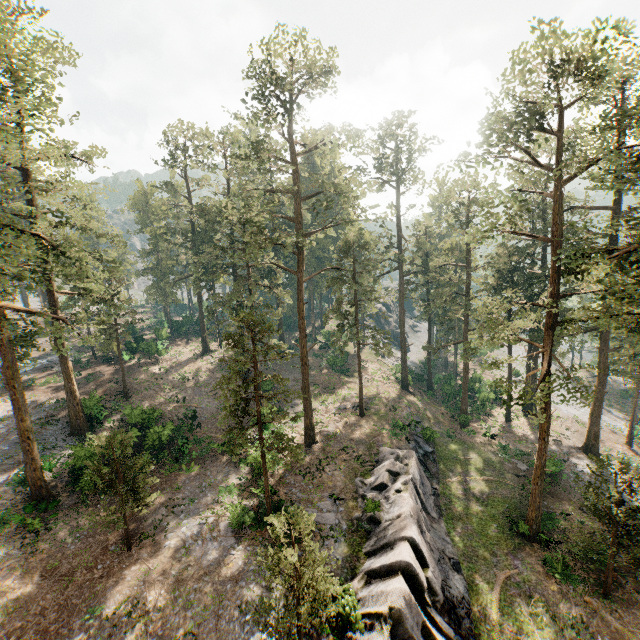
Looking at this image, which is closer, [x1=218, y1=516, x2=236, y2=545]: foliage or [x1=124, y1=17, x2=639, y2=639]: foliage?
[x1=124, y1=17, x2=639, y2=639]: foliage

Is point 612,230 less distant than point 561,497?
Yes

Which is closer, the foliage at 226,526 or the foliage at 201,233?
the foliage at 201,233

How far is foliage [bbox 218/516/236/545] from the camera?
19.5 meters

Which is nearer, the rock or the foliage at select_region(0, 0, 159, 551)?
the rock

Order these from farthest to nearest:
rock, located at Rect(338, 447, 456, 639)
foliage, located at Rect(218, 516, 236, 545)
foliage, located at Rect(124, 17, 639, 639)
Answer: foliage, located at Rect(218, 516, 236, 545) → foliage, located at Rect(124, 17, 639, 639) → rock, located at Rect(338, 447, 456, 639)

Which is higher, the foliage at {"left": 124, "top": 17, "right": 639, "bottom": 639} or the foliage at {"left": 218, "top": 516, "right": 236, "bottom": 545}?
the foliage at {"left": 124, "top": 17, "right": 639, "bottom": 639}

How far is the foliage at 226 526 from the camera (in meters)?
19.52
